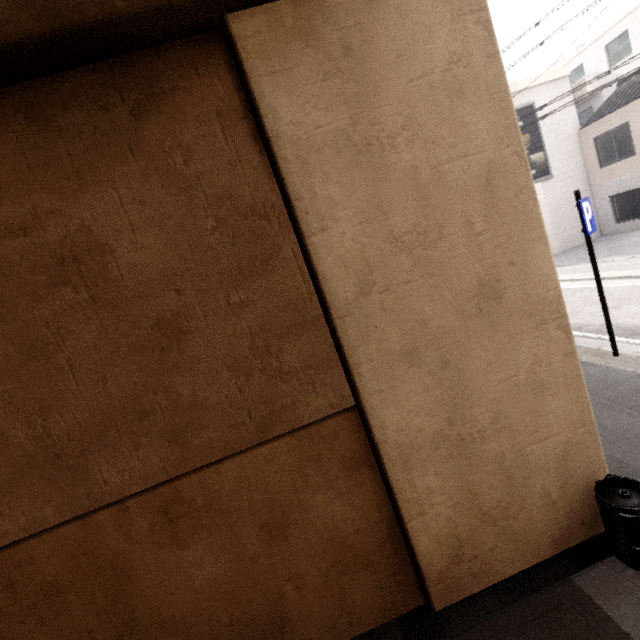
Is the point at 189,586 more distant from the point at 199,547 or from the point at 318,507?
the point at 318,507

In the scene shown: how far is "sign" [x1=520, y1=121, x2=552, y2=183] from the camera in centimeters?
1669cm

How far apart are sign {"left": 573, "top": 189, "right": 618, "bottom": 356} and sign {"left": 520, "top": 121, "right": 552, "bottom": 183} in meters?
13.1

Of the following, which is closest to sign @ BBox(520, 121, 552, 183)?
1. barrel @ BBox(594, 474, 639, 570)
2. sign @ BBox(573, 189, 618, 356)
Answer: sign @ BBox(573, 189, 618, 356)

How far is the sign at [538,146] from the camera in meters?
16.7 m

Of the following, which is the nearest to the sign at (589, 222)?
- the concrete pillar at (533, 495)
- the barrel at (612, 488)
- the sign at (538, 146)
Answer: the concrete pillar at (533, 495)

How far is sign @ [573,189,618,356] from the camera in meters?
5.2

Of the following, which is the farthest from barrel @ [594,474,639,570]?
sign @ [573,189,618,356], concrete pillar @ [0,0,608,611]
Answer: sign @ [573,189,618,356]
